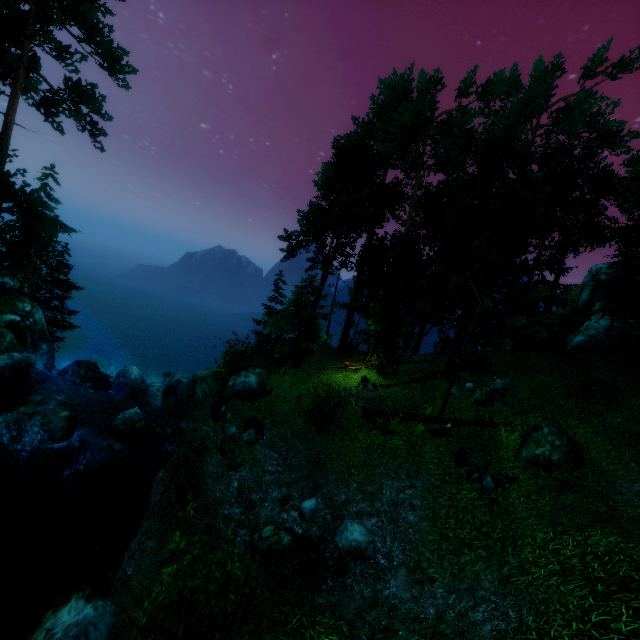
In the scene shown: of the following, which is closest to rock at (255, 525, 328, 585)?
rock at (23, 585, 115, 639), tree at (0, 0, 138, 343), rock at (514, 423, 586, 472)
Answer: rock at (23, 585, 115, 639)

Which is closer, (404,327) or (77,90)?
(77,90)

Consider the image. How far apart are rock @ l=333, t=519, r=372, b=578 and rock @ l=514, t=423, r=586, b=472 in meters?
5.9

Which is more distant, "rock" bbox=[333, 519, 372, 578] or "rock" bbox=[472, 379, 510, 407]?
"rock" bbox=[472, 379, 510, 407]

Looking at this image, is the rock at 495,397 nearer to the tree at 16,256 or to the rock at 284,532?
the tree at 16,256

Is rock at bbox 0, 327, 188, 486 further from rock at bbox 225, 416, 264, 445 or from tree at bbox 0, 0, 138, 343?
tree at bbox 0, 0, 138, 343

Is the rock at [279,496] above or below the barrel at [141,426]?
above

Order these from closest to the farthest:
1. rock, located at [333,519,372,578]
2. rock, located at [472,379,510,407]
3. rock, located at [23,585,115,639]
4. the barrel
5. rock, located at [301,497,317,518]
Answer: rock, located at [23,585,115,639] < rock, located at [333,519,372,578] < rock, located at [301,497,317,518] < the barrel < rock, located at [472,379,510,407]
